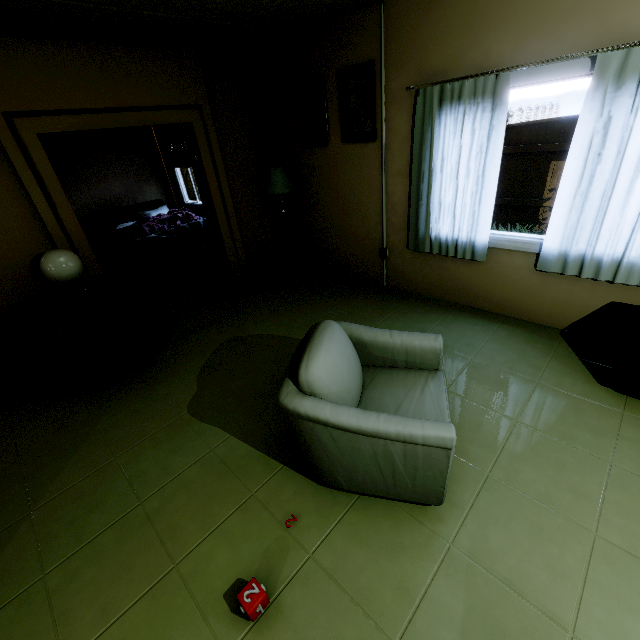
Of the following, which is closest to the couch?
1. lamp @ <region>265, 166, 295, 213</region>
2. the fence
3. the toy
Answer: the toy

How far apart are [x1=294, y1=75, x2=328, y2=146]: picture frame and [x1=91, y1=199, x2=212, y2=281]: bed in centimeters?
325cm

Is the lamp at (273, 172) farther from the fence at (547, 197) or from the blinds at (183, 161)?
the fence at (547, 197)

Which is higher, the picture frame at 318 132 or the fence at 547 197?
the picture frame at 318 132

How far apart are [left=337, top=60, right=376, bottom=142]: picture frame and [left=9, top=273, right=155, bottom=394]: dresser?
2.9m

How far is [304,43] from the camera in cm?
359

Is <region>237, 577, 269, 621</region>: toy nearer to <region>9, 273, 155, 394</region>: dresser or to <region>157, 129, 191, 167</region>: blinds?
<region>9, 273, 155, 394</region>: dresser

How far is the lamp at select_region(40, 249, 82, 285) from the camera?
2.78m
